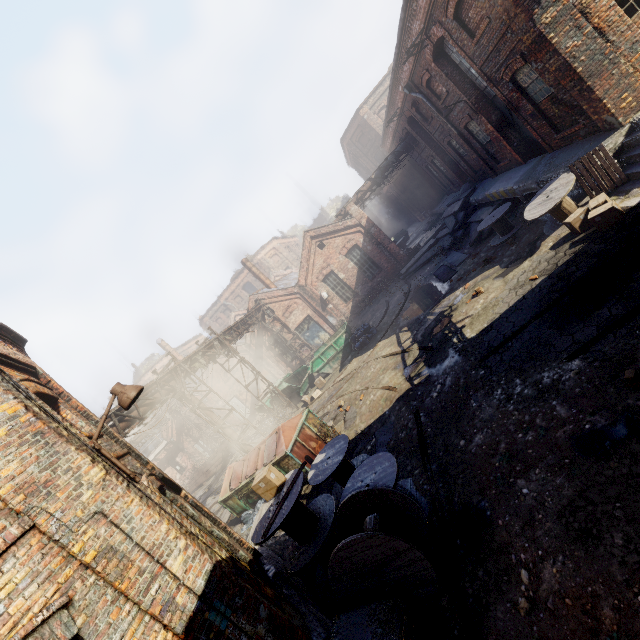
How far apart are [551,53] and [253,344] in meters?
24.0

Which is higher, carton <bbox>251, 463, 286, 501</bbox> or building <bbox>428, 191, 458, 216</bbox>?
carton <bbox>251, 463, 286, 501</bbox>

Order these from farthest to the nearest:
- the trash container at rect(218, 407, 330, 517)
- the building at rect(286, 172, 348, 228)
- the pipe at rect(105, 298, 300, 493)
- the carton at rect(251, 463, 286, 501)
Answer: the building at rect(286, 172, 348, 228) → the pipe at rect(105, 298, 300, 493) → the trash container at rect(218, 407, 330, 517) → the carton at rect(251, 463, 286, 501)

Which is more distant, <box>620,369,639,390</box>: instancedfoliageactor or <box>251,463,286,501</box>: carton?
<box>251,463,286,501</box>: carton

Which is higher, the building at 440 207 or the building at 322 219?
the building at 322 219

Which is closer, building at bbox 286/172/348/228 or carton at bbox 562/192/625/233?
carton at bbox 562/192/625/233

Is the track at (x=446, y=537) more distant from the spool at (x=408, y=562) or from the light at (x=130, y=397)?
the light at (x=130, y=397)

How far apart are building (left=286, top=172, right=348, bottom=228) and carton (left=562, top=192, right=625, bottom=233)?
47.57m
